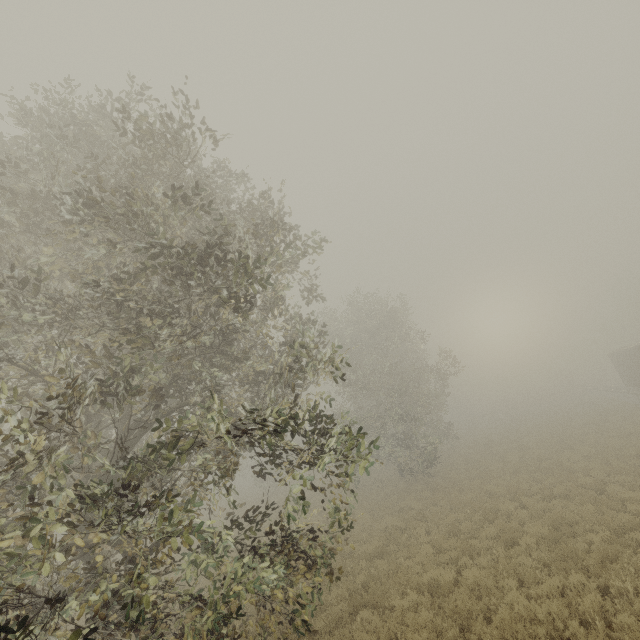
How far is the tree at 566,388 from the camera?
49.50m

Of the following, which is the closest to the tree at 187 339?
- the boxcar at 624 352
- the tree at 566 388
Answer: the boxcar at 624 352

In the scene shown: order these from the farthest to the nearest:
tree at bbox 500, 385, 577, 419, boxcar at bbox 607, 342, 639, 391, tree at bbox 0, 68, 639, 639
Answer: tree at bbox 500, 385, 577, 419
boxcar at bbox 607, 342, 639, 391
tree at bbox 0, 68, 639, 639

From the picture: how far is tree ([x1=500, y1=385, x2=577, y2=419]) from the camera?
49.50m

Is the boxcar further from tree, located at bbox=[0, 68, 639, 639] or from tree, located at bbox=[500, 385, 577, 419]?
tree, located at bbox=[500, 385, 577, 419]

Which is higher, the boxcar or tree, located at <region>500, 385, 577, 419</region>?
the boxcar

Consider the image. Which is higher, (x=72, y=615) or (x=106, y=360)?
(x=106, y=360)
